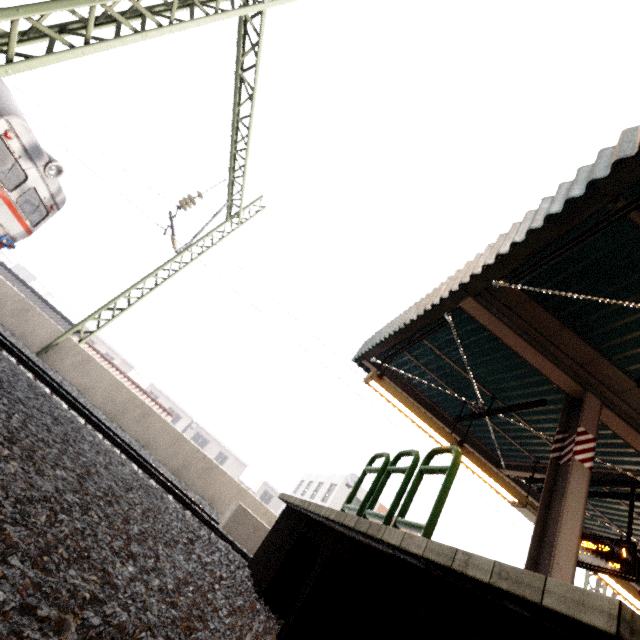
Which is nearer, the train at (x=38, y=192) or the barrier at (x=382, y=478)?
the barrier at (x=382, y=478)

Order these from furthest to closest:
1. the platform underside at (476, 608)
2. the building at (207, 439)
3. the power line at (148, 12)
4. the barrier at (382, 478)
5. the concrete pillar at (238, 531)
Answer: the building at (207, 439) < the concrete pillar at (238, 531) < the power line at (148, 12) < the barrier at (382, 478) < the platform underside at (476, 608)

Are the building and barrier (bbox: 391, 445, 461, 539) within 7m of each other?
no

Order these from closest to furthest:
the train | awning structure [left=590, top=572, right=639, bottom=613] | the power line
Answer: the power line < awning structure [left=590, top=572, right=639, bottom=613] < the train

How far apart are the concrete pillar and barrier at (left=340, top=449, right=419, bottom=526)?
4.9 meters

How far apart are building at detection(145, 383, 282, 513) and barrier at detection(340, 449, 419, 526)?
44.7 meters

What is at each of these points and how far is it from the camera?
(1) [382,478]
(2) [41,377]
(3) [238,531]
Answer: (1) barrier, 3.9 meters
(2) train track, 7.0 meters
(3) concrete pillar, 7.3 meters

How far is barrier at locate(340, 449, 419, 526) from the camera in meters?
3.4 m
